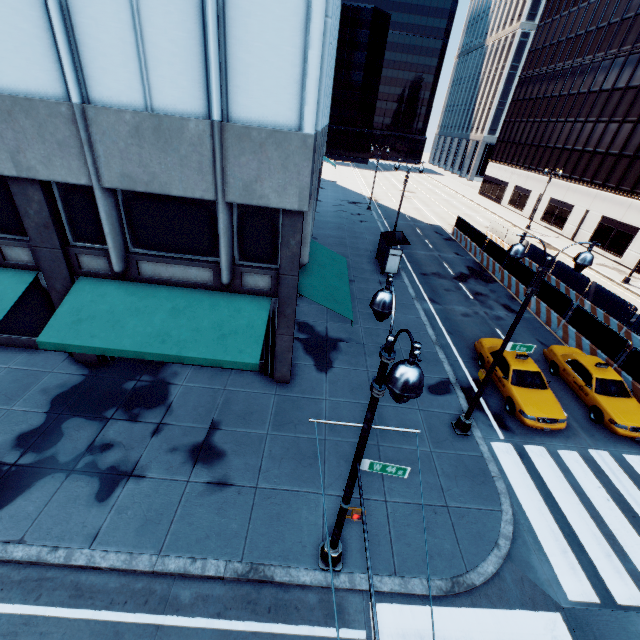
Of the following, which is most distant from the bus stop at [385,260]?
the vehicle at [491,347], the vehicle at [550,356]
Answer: the vehicle at [550,356]

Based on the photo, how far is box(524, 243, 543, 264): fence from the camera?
27.5 meters

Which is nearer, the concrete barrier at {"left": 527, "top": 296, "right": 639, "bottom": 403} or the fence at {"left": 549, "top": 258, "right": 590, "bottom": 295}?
the concrete barrier at {"left": 527, "top": 296, "right": 639, "bottom": 403}

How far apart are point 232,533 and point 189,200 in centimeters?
956cm

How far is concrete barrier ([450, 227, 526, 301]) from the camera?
23.8 meters

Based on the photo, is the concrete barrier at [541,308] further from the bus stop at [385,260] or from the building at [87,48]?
the building at [87,48]

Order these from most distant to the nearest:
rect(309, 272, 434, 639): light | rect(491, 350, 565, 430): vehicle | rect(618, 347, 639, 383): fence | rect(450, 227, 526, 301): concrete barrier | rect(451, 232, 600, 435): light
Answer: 1. rect(450, 227, 526, 301): concrete barrier
2. rect(618, 347, 639, 383): fence
3. rect(491, 350, 565, 430): vehicle
4. rect(451, 232, 600, 435): light
5. rect(309, 272, 434, 639): light
